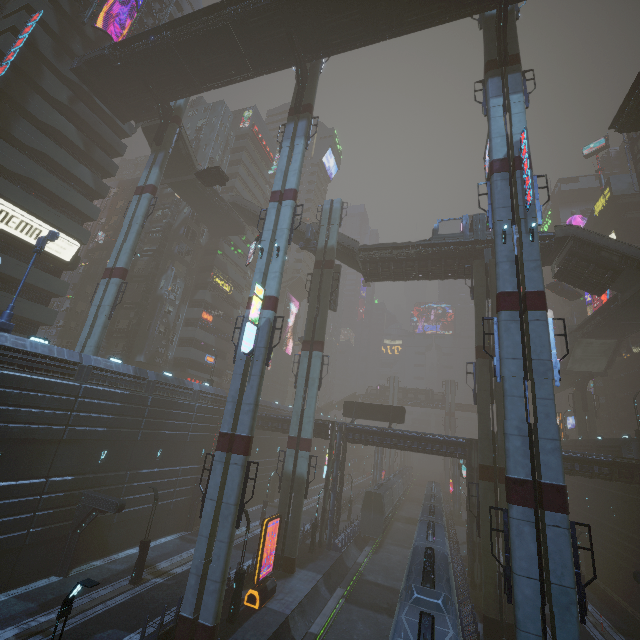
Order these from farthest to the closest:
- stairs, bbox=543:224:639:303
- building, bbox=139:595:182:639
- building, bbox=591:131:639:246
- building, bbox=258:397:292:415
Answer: building, bbox=258:397:292:415 → building, bbox=591:131:639:246 → stairs, bbox=543:224:639:303 → building, bbox=139:595:182:639

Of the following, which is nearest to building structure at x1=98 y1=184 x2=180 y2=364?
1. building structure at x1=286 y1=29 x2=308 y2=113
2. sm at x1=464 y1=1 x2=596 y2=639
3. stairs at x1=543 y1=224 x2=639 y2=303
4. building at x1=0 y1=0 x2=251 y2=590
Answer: building at x1=0 y1=0 x2=251 y2=590

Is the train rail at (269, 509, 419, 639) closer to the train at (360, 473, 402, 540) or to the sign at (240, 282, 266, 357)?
the train at (360, 473, 402, 540)

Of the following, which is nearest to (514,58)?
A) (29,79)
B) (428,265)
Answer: (428,265)

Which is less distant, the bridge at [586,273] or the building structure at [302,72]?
the building structure at [302,72]

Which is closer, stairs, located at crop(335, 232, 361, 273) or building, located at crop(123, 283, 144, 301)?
stairs, located at crop(335, 232, 361, 273)

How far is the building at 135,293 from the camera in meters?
43.9 m

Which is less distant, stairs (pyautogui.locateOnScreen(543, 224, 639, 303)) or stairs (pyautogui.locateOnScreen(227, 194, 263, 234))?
stairs (pyautogui.locateOnScreen(543, 224, 639, 303))
